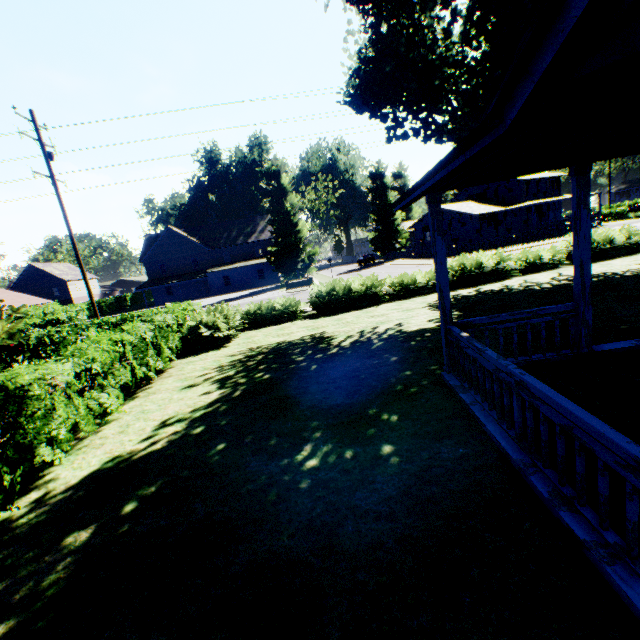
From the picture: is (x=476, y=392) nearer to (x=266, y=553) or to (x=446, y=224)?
(x=266, y=553)

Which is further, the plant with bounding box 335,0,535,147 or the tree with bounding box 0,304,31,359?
the plant with bounding box 335,0,535,147

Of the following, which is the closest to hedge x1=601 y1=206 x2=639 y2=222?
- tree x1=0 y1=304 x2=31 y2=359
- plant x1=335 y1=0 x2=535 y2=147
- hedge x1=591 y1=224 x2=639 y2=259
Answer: plant x1=335 y1=0 x2=535 y2=147

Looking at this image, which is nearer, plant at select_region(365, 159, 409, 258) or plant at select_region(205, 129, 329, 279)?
plant at select_region(205, 129, 329, 279)

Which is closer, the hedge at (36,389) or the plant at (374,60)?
the hedge at (36,389)

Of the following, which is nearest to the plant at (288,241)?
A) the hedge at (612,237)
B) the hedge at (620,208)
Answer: the hedge at (612,237)

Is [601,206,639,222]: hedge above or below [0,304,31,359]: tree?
below

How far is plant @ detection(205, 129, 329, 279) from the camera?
39.84m
